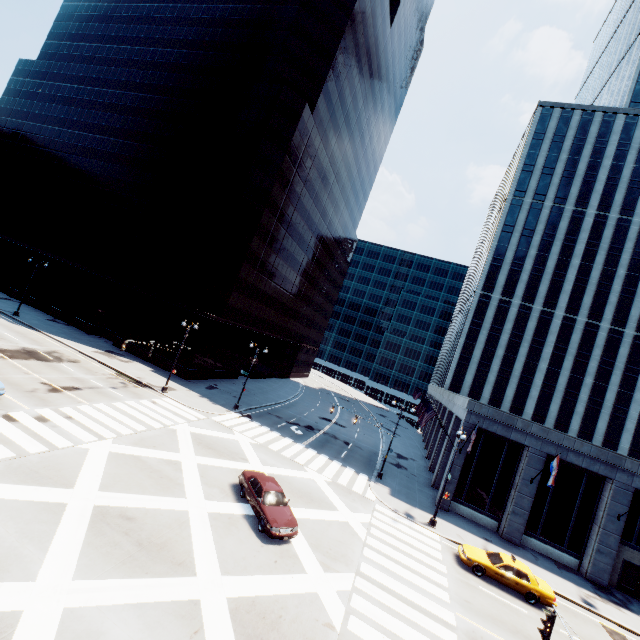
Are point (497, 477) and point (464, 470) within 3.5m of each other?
yes

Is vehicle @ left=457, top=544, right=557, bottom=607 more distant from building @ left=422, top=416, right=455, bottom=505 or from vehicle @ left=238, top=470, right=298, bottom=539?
vehicle @ left=238, top=470, right=298, bottom=539

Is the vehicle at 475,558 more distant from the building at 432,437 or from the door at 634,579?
the door at 634,579

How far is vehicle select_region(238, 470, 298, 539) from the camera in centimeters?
1584cm

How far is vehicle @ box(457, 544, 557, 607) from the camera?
18.6m

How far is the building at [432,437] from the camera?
28.9m

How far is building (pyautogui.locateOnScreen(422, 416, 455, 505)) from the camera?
28.90m

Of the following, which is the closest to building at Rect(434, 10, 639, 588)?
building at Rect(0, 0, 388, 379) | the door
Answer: the door
